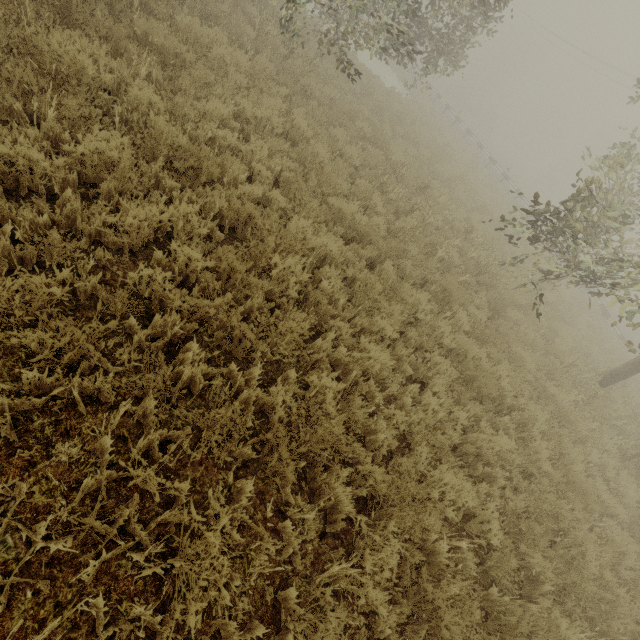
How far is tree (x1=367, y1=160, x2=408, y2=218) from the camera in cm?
796

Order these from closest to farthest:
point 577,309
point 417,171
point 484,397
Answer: point 484,397, point 417,171, point 577,309

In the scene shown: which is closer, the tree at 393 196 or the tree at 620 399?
the tree at 620 399

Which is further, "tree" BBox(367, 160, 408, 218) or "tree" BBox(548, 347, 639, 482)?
"tree" BBox(367, 160, 408, 218)

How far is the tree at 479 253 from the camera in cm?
773

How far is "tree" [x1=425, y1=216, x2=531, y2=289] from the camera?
7.7m
